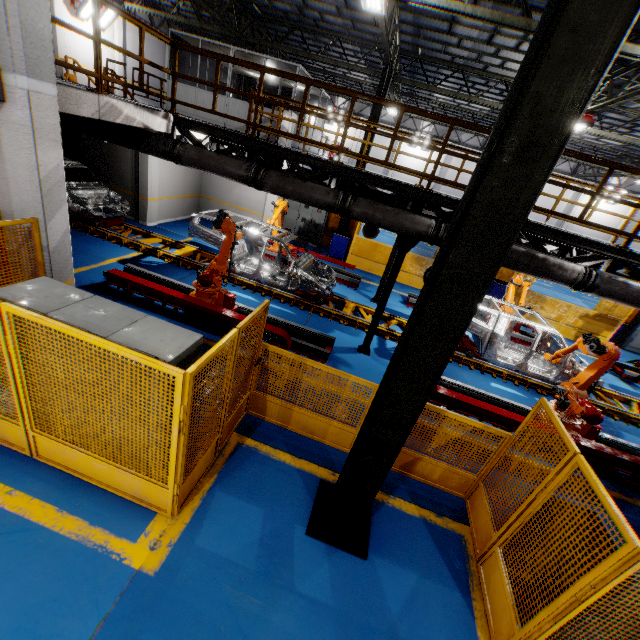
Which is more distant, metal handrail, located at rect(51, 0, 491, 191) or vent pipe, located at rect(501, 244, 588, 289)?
vent pipe, located at rect(501, 244, 588, 289)

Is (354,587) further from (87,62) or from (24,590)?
(87,62)

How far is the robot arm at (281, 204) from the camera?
11.40m

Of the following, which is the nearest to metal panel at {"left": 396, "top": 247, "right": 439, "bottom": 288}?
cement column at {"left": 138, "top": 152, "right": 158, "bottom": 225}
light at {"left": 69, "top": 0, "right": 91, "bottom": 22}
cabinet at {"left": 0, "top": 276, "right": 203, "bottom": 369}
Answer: cabinet at {"left": 0, "top": 276, "right": 203, "bottom": 369}

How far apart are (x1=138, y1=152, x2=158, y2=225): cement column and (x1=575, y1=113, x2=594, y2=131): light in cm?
1522

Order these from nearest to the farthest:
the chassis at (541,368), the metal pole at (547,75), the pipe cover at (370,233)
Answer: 1. the metal pole at (547,75)
2. the chassis at (541,368)
3. the pipe cover at (370,233)

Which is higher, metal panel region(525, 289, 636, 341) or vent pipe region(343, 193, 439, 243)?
vent pipe region(343, 193, 439, 243)

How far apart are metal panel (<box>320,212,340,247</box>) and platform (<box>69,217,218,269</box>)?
4.56m
